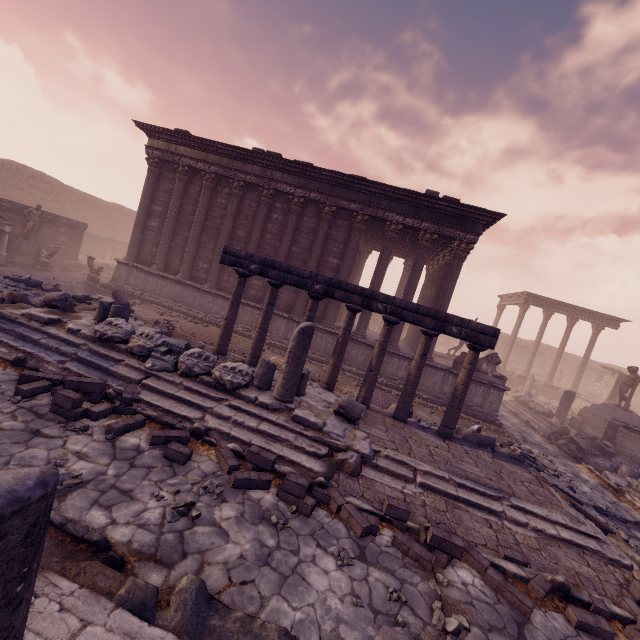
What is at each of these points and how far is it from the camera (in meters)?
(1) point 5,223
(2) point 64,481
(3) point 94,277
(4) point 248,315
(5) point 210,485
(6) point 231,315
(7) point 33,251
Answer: (1) altar, 14.19
(2) stone, 3.73
(3) sculpture, 15.20
(4) building, 14.07
(5) stone, 4.42
(6) column, 9.18
(7) pedestal, 15.45

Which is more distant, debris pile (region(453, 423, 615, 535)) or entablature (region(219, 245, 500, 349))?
entablature (region(219, 245, 500, 349))

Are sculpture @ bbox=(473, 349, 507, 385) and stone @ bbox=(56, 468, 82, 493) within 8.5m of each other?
no

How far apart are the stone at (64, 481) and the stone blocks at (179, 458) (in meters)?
0.91

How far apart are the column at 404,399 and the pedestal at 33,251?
17.7m

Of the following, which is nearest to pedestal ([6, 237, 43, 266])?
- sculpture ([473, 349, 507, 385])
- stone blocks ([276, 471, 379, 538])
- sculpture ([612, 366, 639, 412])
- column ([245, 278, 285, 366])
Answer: column ([245, 278, 285, 366])

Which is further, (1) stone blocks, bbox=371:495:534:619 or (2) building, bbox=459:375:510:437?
(2) building, bbox=459:375:510:437

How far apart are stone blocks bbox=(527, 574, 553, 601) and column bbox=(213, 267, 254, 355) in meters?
7.9 m
